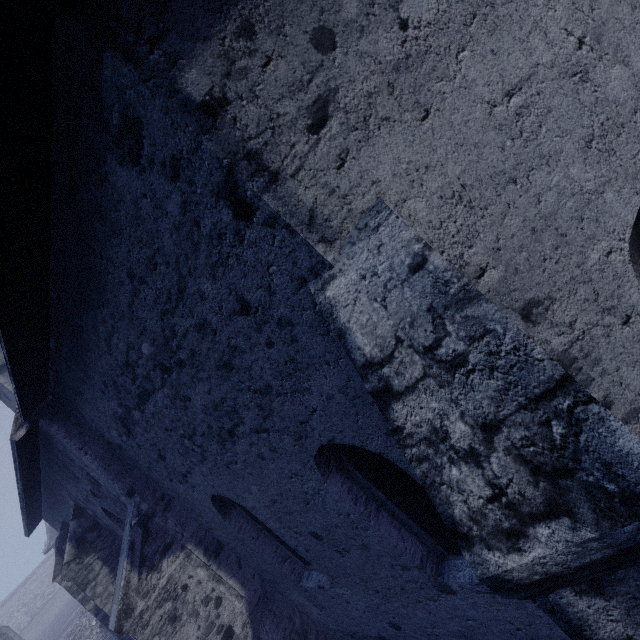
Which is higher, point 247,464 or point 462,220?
point 462,220
